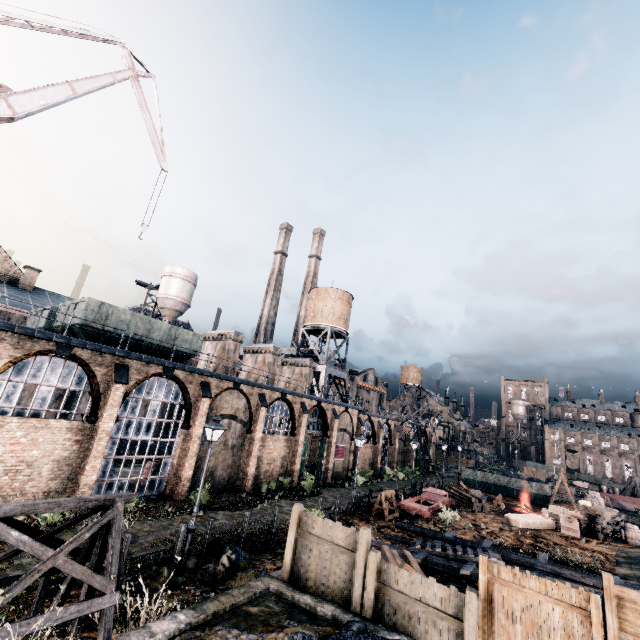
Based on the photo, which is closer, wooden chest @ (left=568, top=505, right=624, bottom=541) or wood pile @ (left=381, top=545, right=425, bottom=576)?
wood pile @ (left=381, top=545, right=425, bottom=576)

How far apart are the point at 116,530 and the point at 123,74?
37.8m

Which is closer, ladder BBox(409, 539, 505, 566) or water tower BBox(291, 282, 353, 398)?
ladder BBox(409, 539, 505, 566)

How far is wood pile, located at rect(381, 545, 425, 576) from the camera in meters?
12.4 m

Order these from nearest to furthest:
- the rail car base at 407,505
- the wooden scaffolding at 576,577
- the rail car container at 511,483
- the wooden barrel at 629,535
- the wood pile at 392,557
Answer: the wood pile at 392,557 → the wooden scaffolding at 576,577 → the wooden barrel at 629,535 → the rail car base at 407,505 → the rail car container at 511,483

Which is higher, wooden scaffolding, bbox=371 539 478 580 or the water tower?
the water tower

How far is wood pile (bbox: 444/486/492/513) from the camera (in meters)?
31.03

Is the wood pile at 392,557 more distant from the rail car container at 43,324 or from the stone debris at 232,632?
the rail car container at 43,324
